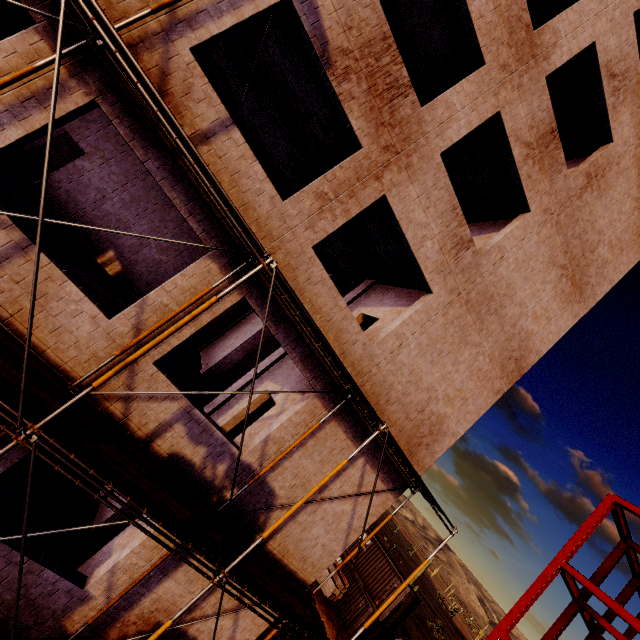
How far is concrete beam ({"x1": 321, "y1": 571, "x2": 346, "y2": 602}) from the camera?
21.6 meters

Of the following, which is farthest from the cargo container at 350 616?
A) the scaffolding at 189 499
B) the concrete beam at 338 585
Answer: the scaffolding at 189 499

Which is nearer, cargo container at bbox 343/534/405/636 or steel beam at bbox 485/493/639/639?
steel beam at bbox 485/493/639/639

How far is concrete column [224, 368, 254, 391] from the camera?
11.03m

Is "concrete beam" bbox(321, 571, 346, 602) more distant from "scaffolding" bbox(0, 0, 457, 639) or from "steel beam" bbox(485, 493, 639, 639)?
"scaffolding" bbox(0, 0, 457, 639)

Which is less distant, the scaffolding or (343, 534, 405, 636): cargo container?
the scaffolding

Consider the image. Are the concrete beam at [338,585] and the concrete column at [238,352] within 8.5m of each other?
no

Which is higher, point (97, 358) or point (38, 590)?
point (97, 358)
